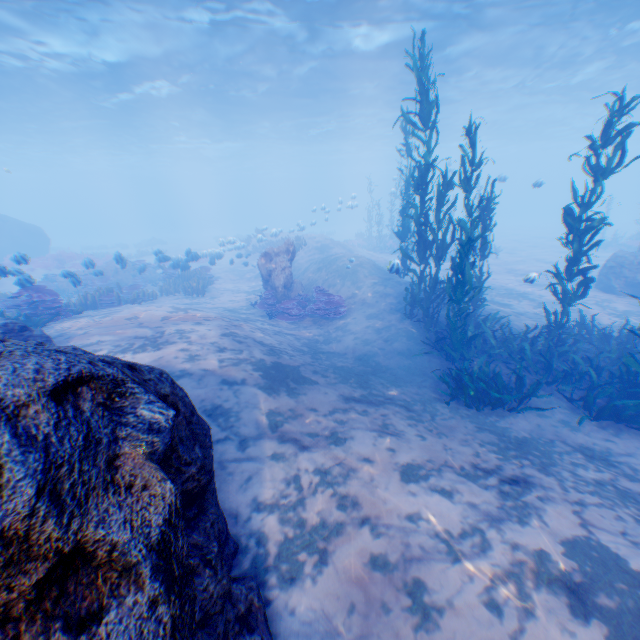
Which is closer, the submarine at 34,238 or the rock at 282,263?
the rock at 282,263

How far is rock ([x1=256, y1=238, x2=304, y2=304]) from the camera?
13.58m

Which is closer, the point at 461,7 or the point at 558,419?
the point at 558,419

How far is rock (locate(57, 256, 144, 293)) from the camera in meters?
12.3 m

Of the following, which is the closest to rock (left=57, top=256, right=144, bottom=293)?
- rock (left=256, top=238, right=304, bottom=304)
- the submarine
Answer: the submarine

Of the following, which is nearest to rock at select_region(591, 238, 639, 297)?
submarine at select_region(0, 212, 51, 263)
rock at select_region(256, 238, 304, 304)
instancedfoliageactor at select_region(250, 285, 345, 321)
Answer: submarine at select_region(0, 212, 51, 263)

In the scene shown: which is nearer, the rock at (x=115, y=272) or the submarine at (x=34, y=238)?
the rock at (x=115, y=272)

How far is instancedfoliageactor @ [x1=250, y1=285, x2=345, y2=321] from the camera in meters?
12.3
